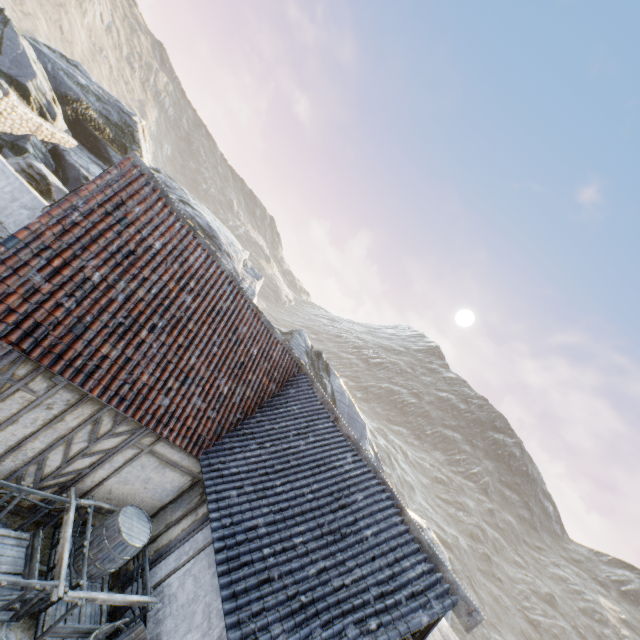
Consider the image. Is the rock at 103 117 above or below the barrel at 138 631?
above

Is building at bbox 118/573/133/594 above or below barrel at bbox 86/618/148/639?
below

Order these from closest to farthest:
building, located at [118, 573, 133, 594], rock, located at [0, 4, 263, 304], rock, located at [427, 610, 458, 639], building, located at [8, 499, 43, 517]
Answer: building, located at [8, 499, 43, 517] → building, located at [118, 573, 133, 594] → rock, located at [0, 4, 263, 304] → rock, located at [427, 610, 458, 639]

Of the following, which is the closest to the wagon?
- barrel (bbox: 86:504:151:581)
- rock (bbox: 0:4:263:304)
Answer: barrel (bbox: 86:504:151:581)

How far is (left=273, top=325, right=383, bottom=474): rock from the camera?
25.6 meters

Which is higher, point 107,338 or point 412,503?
point 412,503

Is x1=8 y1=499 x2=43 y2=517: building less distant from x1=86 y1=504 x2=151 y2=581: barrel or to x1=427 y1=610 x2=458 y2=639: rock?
x1=86 y1=504 x2=151 y2=581: barrel

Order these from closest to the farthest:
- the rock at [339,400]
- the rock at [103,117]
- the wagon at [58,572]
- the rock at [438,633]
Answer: Answer: the wagon at [58,572], the rock at [103,117], the rock at [438,633], the rock at [339,400]
